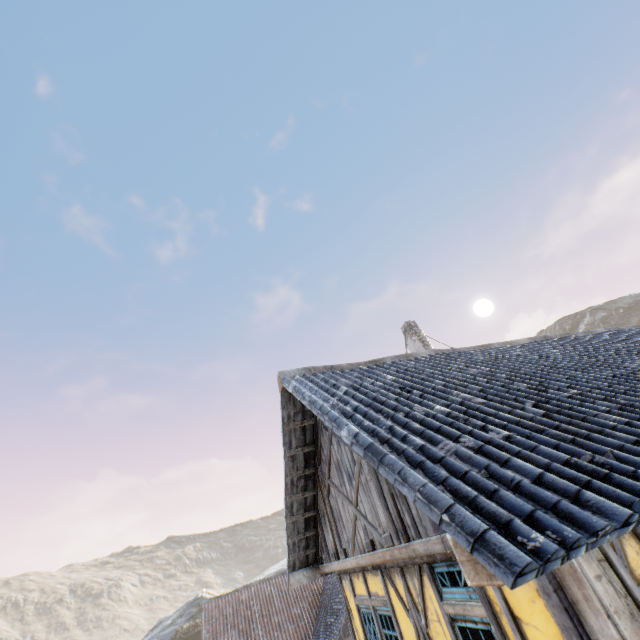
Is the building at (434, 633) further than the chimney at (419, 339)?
No

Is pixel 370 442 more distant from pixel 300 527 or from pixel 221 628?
pixel 221 628

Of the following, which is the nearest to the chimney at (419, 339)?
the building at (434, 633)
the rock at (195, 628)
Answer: the building at (434, 633)

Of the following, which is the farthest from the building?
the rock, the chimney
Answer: the rock

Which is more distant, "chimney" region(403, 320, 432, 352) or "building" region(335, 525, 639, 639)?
"chimney" region(403, 320, 432, 352)

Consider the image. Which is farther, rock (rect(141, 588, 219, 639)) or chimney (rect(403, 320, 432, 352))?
rock (rect(141, 588, 219, 639))

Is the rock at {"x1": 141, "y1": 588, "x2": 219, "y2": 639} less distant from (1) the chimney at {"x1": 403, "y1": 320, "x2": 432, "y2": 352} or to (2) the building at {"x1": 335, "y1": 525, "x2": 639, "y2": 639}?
(1) the chimney at {"x1": 403, "y1": 320, "x2": 432, "y2": 352}

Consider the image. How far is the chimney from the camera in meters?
11.5
